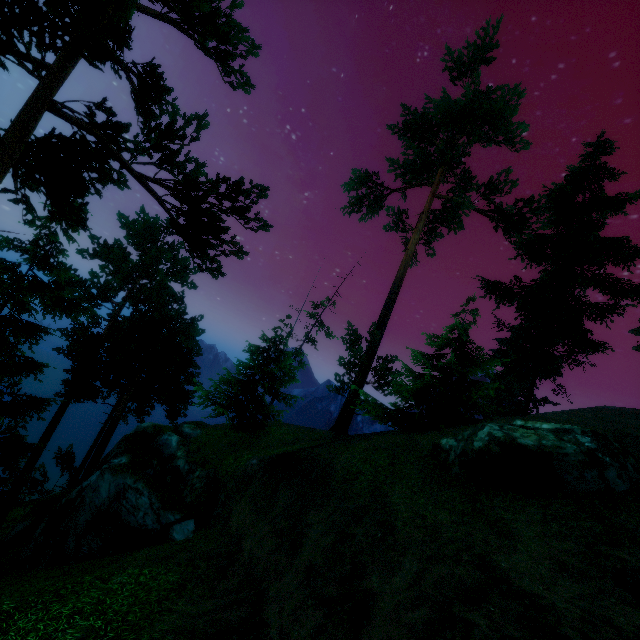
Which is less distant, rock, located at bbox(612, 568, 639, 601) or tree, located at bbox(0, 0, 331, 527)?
rock, located at bbox(612, 568, 639, 601)

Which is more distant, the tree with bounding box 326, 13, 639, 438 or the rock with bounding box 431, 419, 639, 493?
the tree with bounding box 326, 13, 639, 438

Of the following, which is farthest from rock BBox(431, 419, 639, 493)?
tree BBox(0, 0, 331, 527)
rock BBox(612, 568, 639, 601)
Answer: tree BBox(0, 0, 331, 527)

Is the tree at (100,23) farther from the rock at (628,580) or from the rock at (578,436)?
the rock at (628,580)

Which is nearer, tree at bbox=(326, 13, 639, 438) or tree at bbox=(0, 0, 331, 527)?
tree at bbox=(0, 0, 331, 527)

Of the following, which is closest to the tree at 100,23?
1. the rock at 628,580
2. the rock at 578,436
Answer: the rock at 578,436

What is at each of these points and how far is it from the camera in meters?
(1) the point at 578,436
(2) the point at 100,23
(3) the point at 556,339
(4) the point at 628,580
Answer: (1) rock, 10.3 m
(2) tree, 7.2 m
(3) tree, 26.3 m
(4) rock, 5.1 m

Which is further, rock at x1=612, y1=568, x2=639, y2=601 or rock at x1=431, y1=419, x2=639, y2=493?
rock at x1=431, y1=419, x2=639, y2=493
